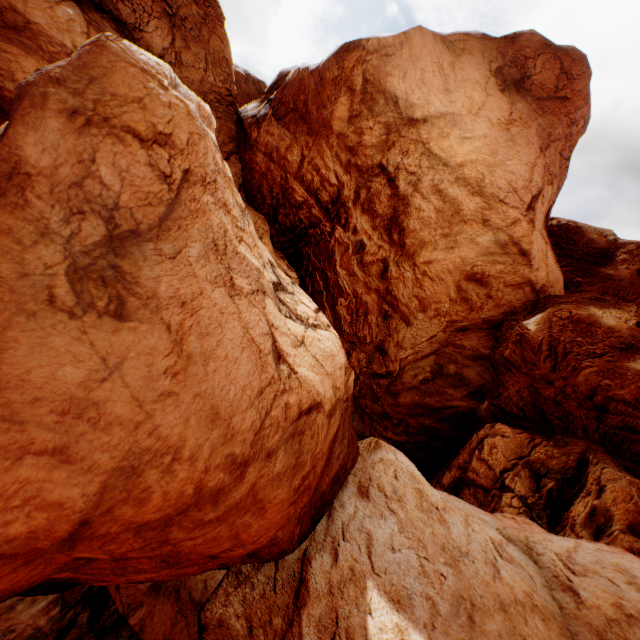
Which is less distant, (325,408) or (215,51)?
(325,408)
